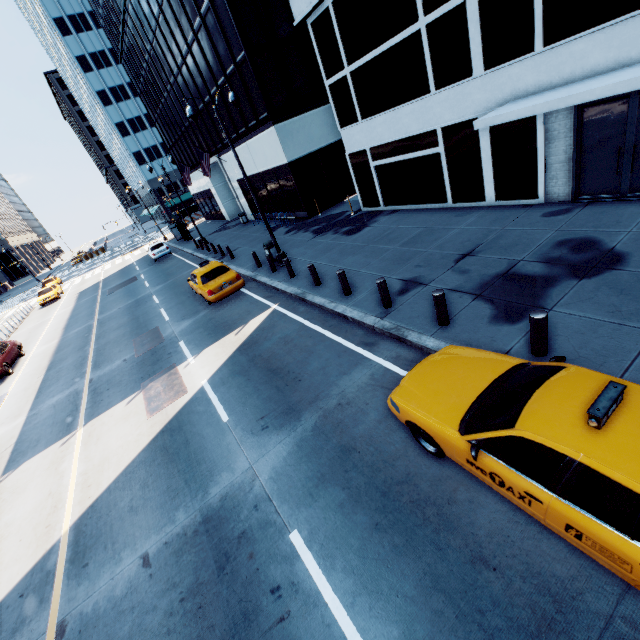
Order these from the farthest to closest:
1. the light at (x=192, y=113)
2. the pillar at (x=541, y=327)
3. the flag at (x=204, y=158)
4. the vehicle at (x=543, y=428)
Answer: the flag at (x=204, y=158)
the light at (x=192, y=113)
the pillar at (x=541, y=327)
the vehicle at (x=543, y=428)

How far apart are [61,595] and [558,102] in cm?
1450

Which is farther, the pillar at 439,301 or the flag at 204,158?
the flag at 204,158

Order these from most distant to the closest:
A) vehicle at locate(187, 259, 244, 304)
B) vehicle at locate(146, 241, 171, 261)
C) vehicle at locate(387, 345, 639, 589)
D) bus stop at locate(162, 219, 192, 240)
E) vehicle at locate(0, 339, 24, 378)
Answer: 1. bus stop at locate(162, 219, 192, 240)
2. vehicle at locate(146, 241, 171, 261)
3. vehicle at locate(0, 339, 24, 378)
4. vehicle at locate(187, 259, 244, 304)
5. vehicle at locate(387, 345, 639, 589)

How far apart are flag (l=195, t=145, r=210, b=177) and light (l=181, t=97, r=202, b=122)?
16.2 meters

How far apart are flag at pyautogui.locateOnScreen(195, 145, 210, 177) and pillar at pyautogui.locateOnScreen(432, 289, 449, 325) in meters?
26.7

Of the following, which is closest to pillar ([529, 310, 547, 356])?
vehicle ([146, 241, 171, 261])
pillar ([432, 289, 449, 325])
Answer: pillar ([432, 289, 449, 325])

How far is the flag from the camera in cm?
2716
